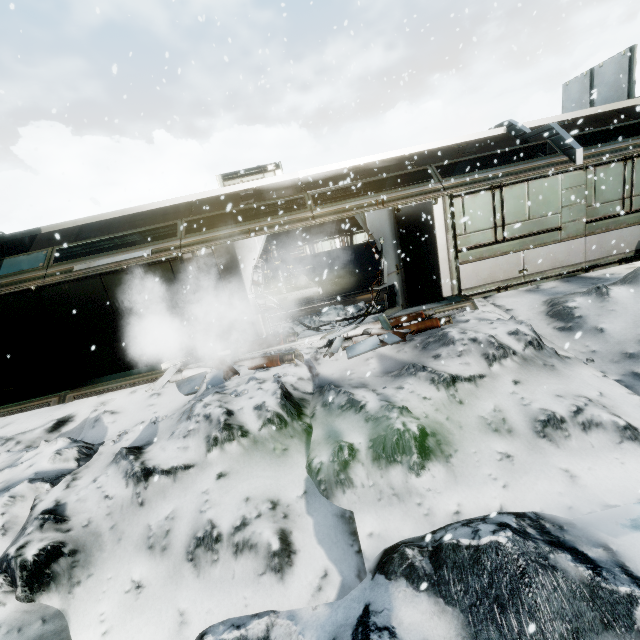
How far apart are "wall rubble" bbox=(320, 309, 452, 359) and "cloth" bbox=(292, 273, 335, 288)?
7.3 meters

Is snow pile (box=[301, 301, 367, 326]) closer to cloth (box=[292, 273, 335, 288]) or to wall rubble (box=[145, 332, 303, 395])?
wall rubble (box=[145, 332, 303, 395])

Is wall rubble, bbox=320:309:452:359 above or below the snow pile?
below

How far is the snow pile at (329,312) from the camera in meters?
9.1 m

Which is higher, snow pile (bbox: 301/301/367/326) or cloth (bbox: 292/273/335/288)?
cloth (bbox: 292/273/335/288)

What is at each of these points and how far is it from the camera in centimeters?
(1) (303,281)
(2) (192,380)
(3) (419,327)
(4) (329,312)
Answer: (1) cloth, 1612cm
(2) wall rubble, 749cm
(3) wall rubble, 740cm
(4) snow pile, 954cm

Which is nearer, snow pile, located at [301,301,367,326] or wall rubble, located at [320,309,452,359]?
wall rubble, located at [320,309,452,359]

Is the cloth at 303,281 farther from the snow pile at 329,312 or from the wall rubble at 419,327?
the wall rubble at 419,327
